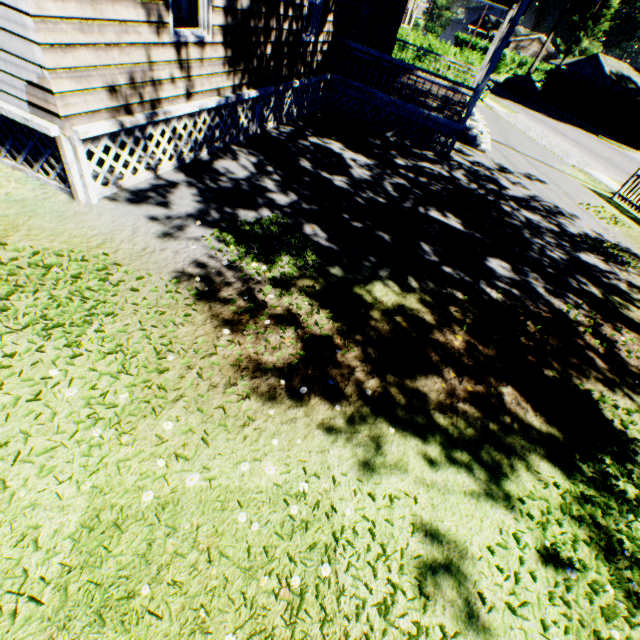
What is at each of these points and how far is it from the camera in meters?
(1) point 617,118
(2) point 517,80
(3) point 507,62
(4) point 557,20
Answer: (1) hedge, 30.0 m
(2) car, 36.4 m
(3) hedge, 46.9 m
(4) plant, 53.2 m

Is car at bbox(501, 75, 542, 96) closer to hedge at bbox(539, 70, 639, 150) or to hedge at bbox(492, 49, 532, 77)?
hedge at bbox(539, 70, 639, 150)

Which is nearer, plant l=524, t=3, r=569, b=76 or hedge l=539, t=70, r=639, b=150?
hedge l=539, t=70, r=639, b=150

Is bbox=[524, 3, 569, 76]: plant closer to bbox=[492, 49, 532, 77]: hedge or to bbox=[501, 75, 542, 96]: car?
bbox=[492, 49, 532, 77]: hedge

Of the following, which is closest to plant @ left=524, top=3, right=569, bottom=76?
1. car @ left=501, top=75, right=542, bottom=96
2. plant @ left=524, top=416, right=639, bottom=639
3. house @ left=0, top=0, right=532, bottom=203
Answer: car @ left=501, top=75, right=542, bottom=96

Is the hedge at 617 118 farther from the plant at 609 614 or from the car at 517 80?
the plant at 609 614

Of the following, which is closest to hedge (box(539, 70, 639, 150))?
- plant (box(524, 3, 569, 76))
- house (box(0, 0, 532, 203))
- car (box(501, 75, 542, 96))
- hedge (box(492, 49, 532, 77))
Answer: car (box(501, 75, 542, 96))

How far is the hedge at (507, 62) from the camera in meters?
46.7
